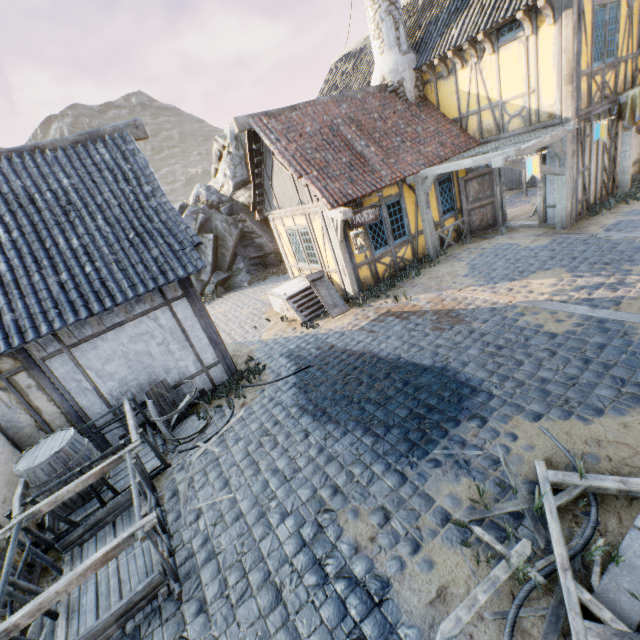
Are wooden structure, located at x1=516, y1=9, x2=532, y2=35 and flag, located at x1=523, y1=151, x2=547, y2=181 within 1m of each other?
no

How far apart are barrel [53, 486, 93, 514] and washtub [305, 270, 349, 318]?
6.19m

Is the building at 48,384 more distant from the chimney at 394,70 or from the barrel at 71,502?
the chimney at 394,70

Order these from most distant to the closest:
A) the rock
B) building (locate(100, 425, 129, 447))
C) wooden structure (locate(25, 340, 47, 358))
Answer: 1. the rock
2. building (locate(100, 425, 129, 447))
3. wooden structure (locate(25, 340, 47, 358))

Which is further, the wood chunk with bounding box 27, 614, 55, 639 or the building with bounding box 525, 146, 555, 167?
the building with bounding box 525, 146, 555, 167

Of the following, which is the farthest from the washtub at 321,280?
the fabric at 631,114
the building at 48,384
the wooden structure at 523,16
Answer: the fabric at 631,114

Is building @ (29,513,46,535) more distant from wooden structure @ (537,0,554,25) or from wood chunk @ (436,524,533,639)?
wooden structure @ (537,0,554,25)

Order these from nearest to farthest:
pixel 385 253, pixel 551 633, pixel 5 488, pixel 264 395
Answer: pixel 551 633
pixel 5 488
pixel 264 395
pixel 385 253
